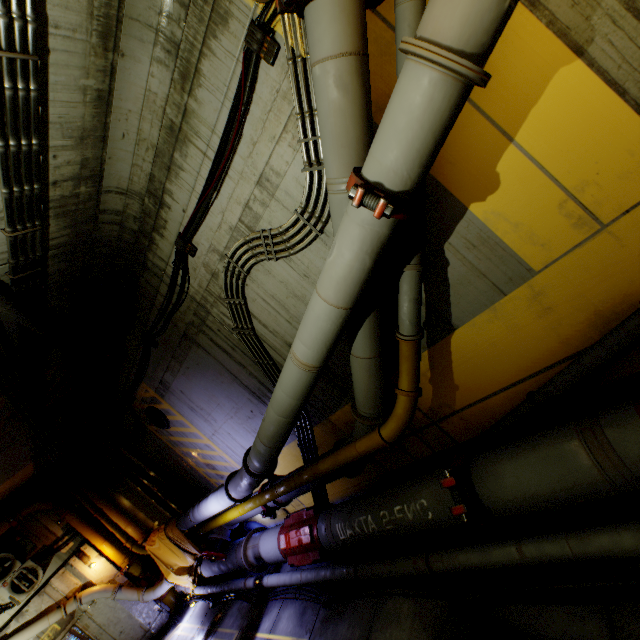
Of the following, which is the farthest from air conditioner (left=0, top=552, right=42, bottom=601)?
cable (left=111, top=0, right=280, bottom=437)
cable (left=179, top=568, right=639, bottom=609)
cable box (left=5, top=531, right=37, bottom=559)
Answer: cable (left=179, top=568, right=639, bottom=609)

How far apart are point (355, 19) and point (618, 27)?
1.97m

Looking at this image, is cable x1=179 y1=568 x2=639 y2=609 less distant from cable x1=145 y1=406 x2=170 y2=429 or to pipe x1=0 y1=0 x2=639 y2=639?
pipe x1=0 y1=0 x2=639 y2=639

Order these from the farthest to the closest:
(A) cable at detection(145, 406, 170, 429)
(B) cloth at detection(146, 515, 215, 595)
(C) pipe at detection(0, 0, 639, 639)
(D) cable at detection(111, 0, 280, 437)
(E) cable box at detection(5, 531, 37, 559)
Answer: (E) cable box at detection(5, 531, 37, 559) → (B) cloth at detection(146, 515, 215, 595) → (A) cable at detection(145, 406, 170, 429) → (D) cable at detection(111, 0, 280, 437) → (C) pipe at detection(0, 0, 639, 639)

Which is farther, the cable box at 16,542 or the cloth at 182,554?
the cable box at 16,542

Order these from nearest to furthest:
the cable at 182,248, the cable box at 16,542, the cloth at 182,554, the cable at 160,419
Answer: the cable at 182,248 → the cable at 160,419 → the cloth at 182,554 → the cable box at 16,542

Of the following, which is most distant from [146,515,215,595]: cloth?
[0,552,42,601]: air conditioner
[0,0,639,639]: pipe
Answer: [0,552,42,601]: air conditioner

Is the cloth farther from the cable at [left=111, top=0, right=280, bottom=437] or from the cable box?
the cable box
